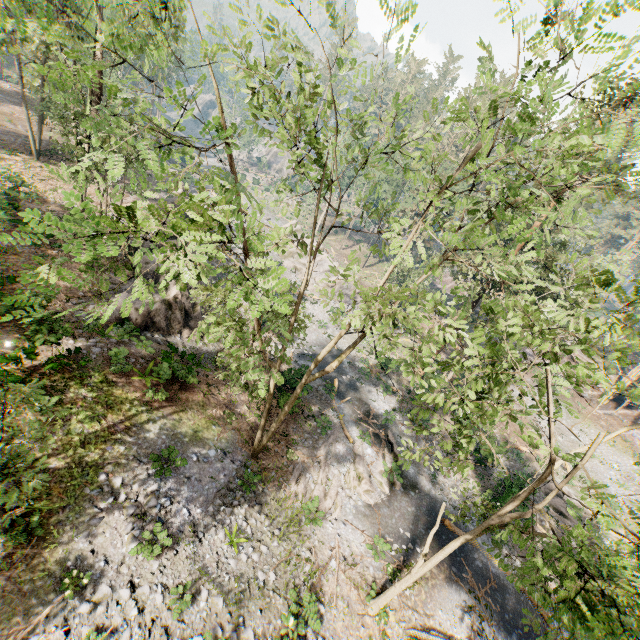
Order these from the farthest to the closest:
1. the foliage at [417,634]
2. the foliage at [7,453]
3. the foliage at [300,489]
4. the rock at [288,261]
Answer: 1. the rock at [288,261]
2. the foliage at [300,489]
3. the foliage at [417,634]
4. the foliage at [7,453]

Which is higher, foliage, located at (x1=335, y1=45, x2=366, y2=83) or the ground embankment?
foliage, located at (x1=335, y1=45, x2=366, y2=83)

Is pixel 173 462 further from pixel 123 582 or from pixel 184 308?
pixel 184 308

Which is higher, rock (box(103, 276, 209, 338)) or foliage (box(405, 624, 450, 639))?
rock (box(103, 276, 209, 338))

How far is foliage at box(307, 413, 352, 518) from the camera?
17.4 meters

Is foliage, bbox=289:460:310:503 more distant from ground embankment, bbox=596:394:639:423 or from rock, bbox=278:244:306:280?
rock, bbox=278:244:306:280

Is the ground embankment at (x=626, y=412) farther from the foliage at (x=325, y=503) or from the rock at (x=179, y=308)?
Result: the rock at (x=179, y=308)
